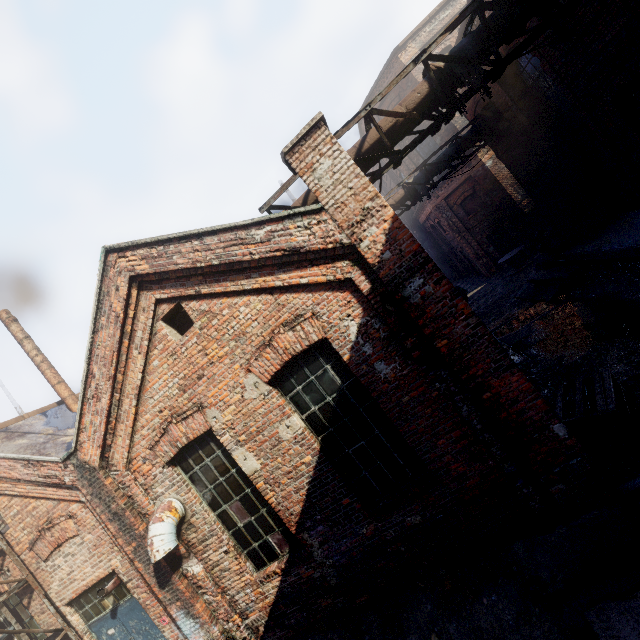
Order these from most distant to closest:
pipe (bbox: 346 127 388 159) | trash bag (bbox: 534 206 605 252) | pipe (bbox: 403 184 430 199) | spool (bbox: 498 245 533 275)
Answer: spool (bbox: 498 245 533 275)
pipe (bbox: 403 184 430 199)
trash bag (bbox: 534 206 605 252)
pipe (bbox: 346 127 388 159)

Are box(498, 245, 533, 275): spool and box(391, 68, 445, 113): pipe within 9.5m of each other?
no

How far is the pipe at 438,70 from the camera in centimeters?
529cm

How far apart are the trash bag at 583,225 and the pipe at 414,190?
4.28m

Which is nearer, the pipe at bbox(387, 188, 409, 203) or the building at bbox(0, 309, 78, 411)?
the building at bbox(0, 309, 78, 411)

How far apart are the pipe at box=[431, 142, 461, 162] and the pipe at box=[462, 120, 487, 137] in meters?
0.1

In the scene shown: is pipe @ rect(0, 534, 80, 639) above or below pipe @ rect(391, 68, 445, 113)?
below

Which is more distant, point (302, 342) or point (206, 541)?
point (206, 541)
